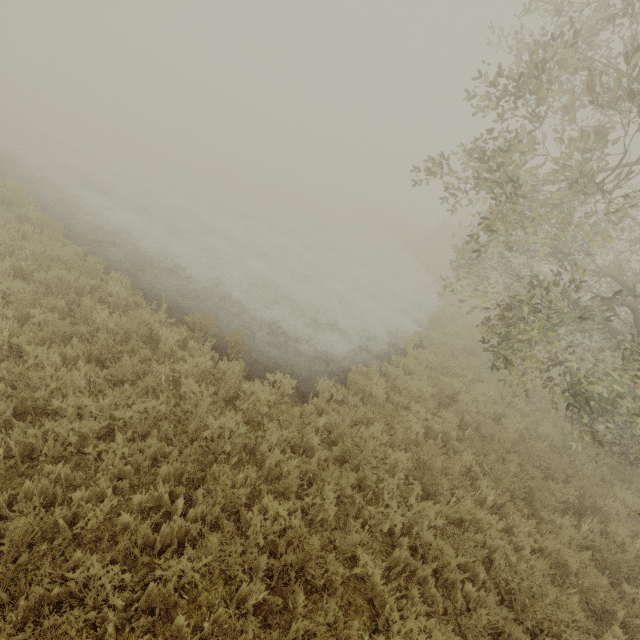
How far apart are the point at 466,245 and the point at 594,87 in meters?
6.2

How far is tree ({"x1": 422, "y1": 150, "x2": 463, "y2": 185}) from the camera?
7.58m

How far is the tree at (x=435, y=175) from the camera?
7.58m

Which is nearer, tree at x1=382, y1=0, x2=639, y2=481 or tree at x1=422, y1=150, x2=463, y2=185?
tree at x1=382, y1=0, x2=639, y2=481

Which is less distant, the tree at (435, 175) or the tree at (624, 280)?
the tree at (624, 280)
